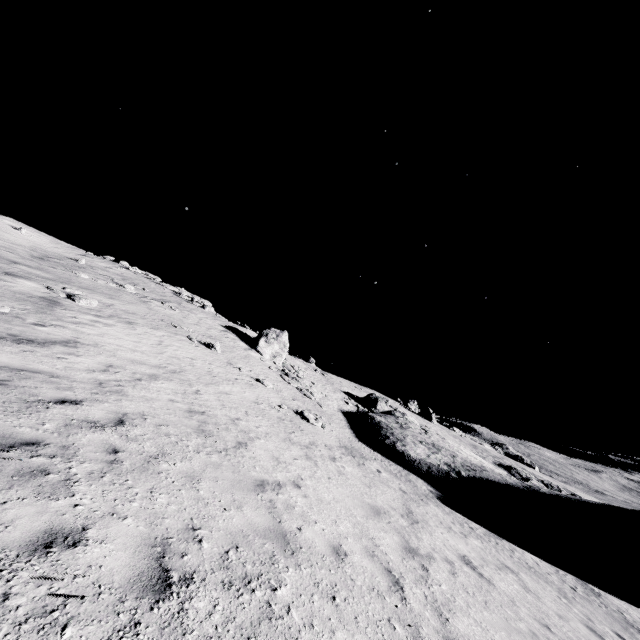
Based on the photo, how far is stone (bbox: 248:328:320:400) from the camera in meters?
25.6

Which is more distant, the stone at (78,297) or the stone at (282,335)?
the stone at (282,335)

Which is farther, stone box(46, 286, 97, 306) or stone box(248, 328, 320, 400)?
stone box(248, 328, 320, 400)

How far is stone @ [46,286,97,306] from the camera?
15.9m

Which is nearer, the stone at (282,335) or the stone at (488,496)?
the stone at (488,496)

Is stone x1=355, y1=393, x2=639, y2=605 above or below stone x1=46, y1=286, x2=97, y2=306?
below

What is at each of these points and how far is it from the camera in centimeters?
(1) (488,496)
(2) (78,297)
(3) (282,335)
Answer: (1) stone, 1852cm
(2) stone, 1628cm
(3) stone, 3111cm

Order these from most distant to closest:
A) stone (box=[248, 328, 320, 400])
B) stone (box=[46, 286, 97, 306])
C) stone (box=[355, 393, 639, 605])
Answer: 1. stone (box=[248, 328, 320, 400])
2. stone (box=[46, 286, 97, 306])
3. stone (box=[355, 393, 639, 605])
